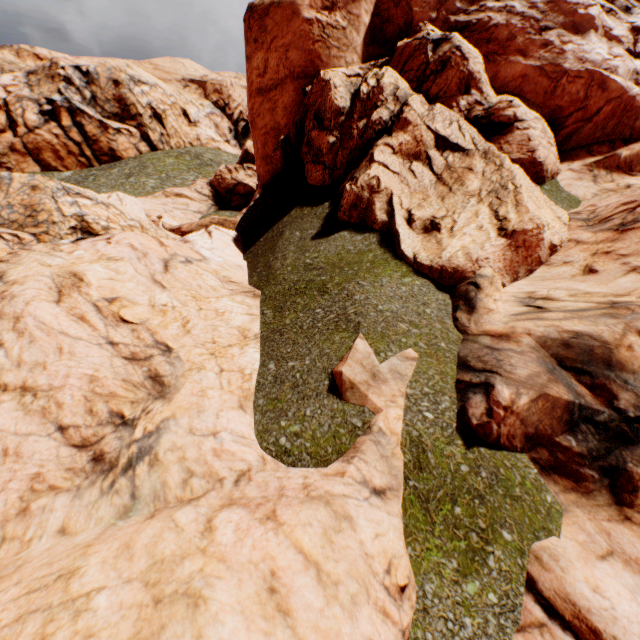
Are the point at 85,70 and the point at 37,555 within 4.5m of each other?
no
